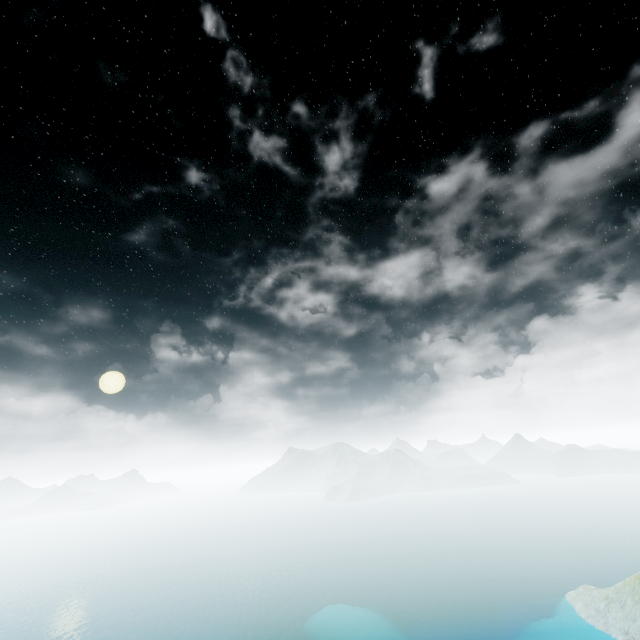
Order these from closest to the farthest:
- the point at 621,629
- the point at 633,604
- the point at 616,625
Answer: the point at 621,629 < the point at 616,625 < the point at 633,604
